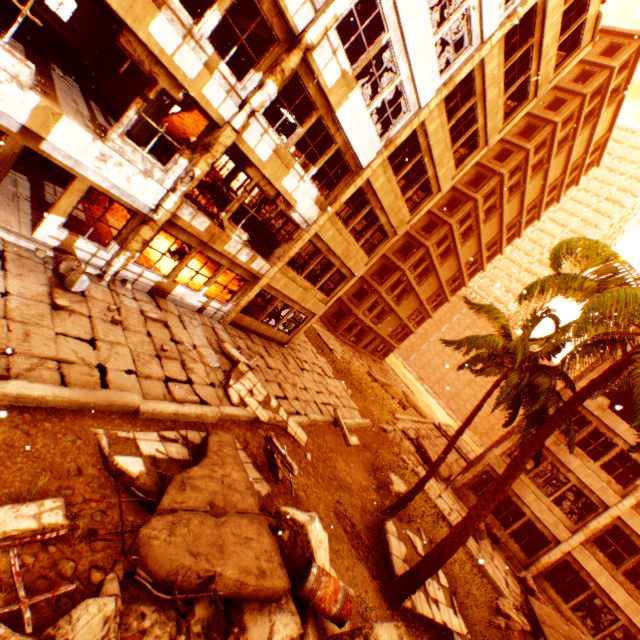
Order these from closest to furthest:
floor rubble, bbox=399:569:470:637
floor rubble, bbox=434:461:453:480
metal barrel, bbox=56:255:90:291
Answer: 1. metal barrel, bbox=56:255:90:291
2. floor rubble, bbox=399:569:470:637
3. floor rubble, bbox=434:461:453:480

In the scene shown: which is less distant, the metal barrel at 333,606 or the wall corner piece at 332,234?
the metal barrel at 333,606

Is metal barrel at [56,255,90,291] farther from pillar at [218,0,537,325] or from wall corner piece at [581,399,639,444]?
wall corner piece at [581,399,639,444]

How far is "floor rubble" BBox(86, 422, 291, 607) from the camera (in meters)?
4.20

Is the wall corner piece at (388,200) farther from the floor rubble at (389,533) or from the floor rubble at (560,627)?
the floor rubble at (389,533)

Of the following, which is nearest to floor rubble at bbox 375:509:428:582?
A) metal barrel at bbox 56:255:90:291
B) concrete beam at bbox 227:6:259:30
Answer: metal barrel at bbox 56:255:90:291

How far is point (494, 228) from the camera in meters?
36.2
